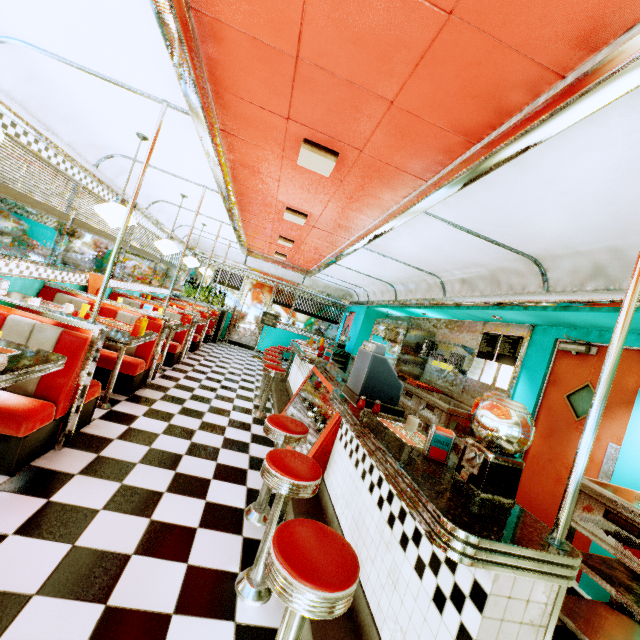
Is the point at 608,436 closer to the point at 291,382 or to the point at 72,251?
the point at 291,382

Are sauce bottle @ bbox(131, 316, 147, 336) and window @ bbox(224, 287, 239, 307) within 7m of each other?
no

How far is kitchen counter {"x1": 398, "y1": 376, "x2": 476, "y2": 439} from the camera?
4.6m

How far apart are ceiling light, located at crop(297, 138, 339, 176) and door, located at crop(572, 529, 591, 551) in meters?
3.6 m

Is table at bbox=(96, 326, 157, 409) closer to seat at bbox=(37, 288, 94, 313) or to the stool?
seat at bbox=(37, 288, 94, 313)

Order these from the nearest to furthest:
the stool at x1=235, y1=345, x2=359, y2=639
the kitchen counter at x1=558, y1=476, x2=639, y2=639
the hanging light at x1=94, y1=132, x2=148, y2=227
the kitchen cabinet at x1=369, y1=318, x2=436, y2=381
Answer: the stool at x1=235, y1=345, x2=359, y2=639 < the kitchen counter at x1=558, y1=476, x2=639, y2=639 < the hanging light at x1=94, y1=132, x2=148, y2=227 < the kitchen cabinet at x1=369, y1=318, x2=436, y2=381

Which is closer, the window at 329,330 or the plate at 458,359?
the plate at 458,359

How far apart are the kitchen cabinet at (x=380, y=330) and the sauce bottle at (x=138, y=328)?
4.9 meters
